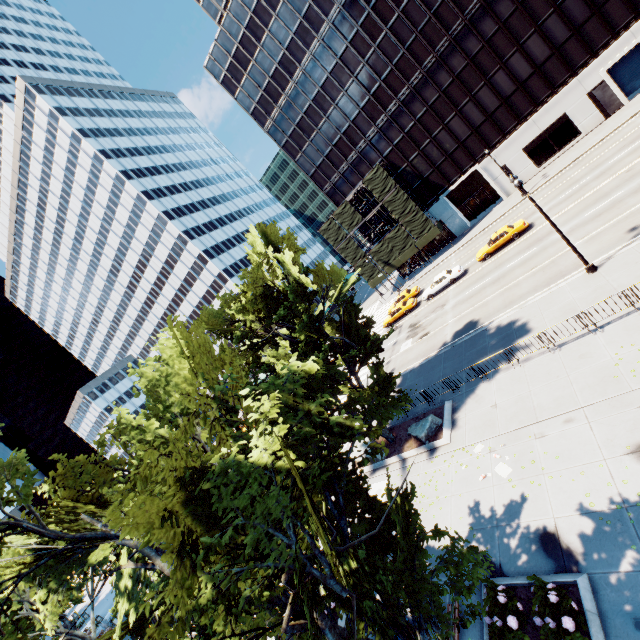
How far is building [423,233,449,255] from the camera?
48.7 meters

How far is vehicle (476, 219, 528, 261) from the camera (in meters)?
30.00

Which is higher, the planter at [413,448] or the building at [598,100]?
Result: the building at [598,100]

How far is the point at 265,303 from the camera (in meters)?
18.88

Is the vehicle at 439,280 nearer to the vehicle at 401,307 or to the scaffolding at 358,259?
the vehicle at 401,307

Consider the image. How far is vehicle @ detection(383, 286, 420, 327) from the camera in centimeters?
3802cm

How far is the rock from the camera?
17.8m

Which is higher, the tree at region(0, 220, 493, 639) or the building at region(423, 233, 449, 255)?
the tree at region(0, 220, 493, 639)
